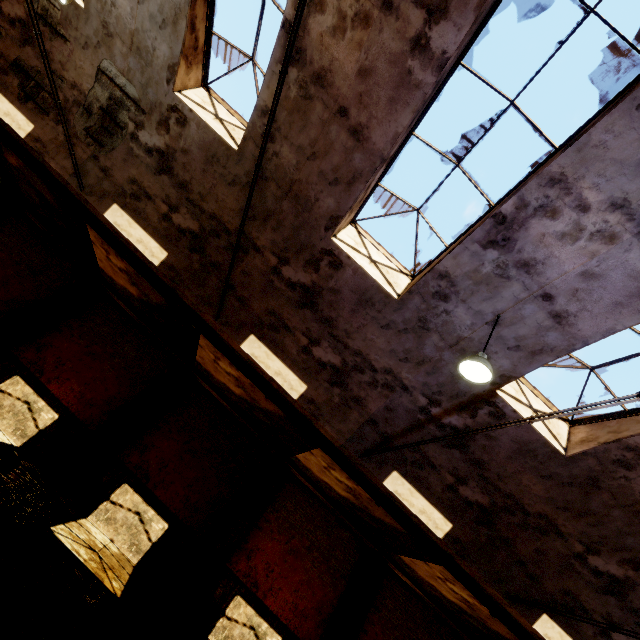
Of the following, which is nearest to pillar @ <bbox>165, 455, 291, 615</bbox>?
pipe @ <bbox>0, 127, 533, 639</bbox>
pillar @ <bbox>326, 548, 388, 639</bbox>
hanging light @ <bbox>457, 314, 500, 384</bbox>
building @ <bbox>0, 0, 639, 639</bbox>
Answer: pipe @ <bbox>0, 127, 533, 639</bbox>

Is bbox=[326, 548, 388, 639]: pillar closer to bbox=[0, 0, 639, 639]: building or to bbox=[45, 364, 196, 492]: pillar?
bbox=[0, 0, 639, 639]: building

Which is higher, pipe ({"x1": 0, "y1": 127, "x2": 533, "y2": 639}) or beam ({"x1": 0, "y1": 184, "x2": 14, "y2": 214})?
pipe ({"x1": 0, "y1": 127, "x2": 533, "y2": 639})

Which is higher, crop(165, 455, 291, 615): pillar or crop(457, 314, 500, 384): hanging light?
crop(457, 314, 500, 384): hanging light

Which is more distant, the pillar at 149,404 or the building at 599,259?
the pillar at 149,404

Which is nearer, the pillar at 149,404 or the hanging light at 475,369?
the hanging light at 475,369

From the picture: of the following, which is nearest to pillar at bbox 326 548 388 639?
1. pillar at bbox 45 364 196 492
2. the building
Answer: the building

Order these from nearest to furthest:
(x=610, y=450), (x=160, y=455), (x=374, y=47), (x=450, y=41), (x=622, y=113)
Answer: (x=622, y=113) → (x=450, y=41) → (x=374, y=47) → (x=610, y=450) → (x=160, y=455)
